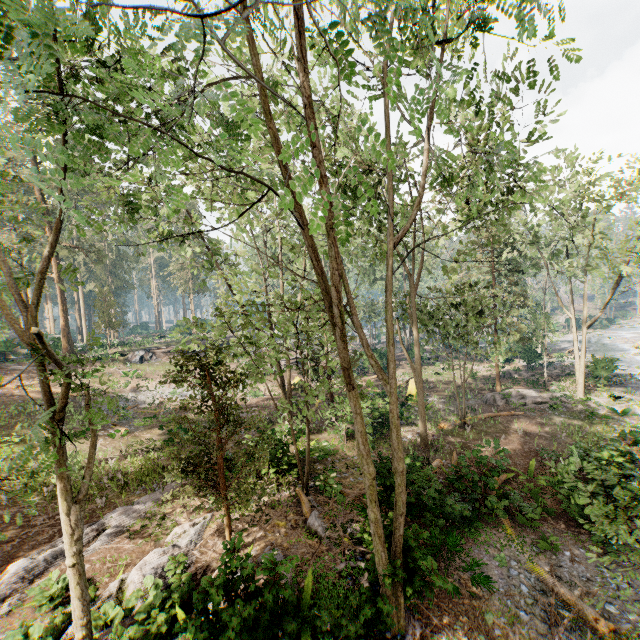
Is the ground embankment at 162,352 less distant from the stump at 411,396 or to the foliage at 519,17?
the foliage at 519,17

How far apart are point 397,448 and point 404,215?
16.5m

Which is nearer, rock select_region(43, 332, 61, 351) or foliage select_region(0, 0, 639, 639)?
foliage select_region(0, 0, 639, 639)

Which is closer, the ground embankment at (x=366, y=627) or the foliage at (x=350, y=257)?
the foliage at (x=350, y=257)

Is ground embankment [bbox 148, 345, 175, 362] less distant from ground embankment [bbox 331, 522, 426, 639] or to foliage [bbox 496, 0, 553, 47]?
foliage [bbox 496, 0, 553, 47]

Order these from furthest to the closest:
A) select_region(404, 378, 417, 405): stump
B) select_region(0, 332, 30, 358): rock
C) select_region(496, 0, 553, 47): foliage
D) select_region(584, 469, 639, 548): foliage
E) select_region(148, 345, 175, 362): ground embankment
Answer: select_region(148, 345, 175, 362): ground embankment, select_region(0, 332, 30, 358): rock, select_region(404, 378, 417, 405): stump, select_region(584, 469, 639, 548): foliage, select_region(496, 0, 553, 47): foliage

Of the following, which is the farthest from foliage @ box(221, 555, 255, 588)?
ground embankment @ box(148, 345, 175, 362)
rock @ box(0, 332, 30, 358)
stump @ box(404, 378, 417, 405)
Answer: stump @ box(404, 378, 417, 405)

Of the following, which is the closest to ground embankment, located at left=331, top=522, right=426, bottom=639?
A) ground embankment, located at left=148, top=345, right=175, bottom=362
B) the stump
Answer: the stump
